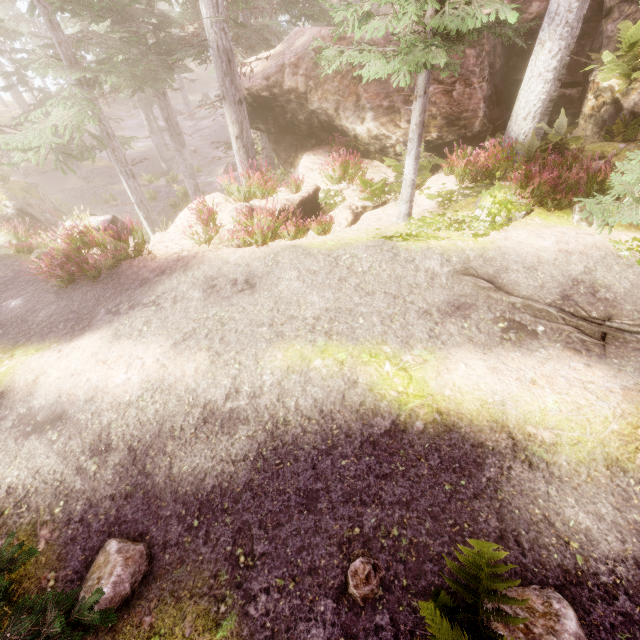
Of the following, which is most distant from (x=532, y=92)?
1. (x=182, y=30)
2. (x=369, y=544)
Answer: (x=182, y=30)

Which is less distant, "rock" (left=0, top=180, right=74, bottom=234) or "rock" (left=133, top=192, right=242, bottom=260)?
"rock" (left=133, top=192, right=242, bottom=260)

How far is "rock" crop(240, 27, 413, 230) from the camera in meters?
10.3 m

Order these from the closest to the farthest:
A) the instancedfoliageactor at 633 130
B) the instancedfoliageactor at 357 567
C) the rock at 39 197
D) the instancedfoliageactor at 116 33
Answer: the instancedfoliageactor at 357 567
the instancedfoliageactor at 116 33
the instancedfoliageactor at 633 130
the rock at 39 197

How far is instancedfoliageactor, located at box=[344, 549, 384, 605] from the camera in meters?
3.0 m

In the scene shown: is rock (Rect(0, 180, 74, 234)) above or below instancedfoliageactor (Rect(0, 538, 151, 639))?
below

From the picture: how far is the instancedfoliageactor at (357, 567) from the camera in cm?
304

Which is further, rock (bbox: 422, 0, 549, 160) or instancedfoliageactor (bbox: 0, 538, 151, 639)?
rock (bbox: 422, 0, 549, 160)
